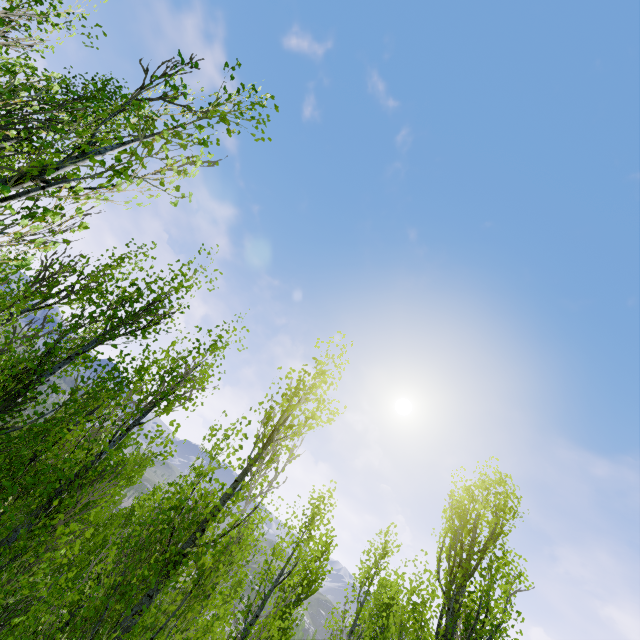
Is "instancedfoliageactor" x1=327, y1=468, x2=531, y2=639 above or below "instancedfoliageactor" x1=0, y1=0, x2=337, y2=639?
above

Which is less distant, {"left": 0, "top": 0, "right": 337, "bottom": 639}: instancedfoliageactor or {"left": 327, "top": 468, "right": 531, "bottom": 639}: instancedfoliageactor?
{"left": 0, "top": 0, "right": 337, "bottom": 639}: instancedfoliageactor

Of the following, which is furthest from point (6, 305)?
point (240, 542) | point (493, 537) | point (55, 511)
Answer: point (493, 537)

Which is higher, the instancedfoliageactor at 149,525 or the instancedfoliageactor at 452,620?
A: the instancedfoliageactor at 452,620

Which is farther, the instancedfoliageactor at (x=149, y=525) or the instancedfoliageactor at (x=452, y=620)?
the instancedfoliageactor at (x=452, y=620)
